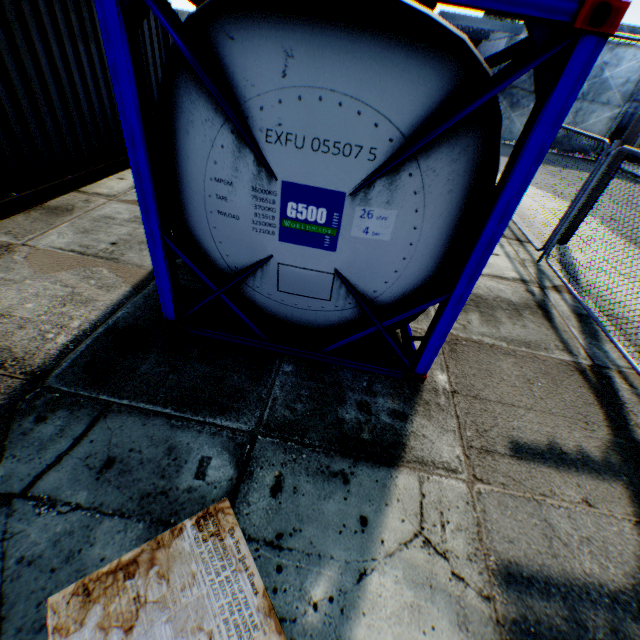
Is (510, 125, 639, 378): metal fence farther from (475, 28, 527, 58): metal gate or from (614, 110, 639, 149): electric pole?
(475, 28, 527, 58): metal gate

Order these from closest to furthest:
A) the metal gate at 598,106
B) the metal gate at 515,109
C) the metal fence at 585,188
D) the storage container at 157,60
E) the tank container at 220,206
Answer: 1. the tank container at 220,206
2. the metal fence at 585,188
3. the storage container at 157,60
4. the metal gate at 598,106
5. the metal gate at 515,109

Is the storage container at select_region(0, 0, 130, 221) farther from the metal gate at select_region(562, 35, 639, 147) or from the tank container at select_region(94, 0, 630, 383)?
the metal gate at select_region(562, 35, 639, 147)

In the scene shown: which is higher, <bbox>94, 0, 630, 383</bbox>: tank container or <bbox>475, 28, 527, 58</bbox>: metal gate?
<bbox>475, 28, 527, 58</bbox>: metal gate

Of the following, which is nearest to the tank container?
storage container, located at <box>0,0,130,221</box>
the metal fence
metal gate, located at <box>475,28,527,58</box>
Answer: the metal fence

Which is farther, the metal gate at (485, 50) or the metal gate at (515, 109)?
the metal gate at (515, 109)

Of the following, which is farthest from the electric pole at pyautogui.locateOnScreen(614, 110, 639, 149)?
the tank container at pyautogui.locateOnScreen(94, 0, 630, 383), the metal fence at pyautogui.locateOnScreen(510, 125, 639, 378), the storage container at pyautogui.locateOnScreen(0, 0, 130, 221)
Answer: the storage container at pyautogui.locateOnScreen(0, 0, 130, 221)

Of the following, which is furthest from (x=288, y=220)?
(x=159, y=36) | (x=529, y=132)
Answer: (x=159, y=36)
